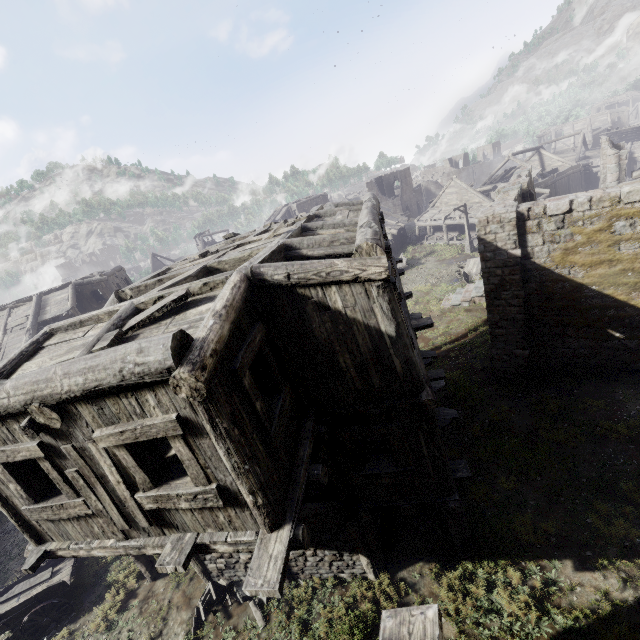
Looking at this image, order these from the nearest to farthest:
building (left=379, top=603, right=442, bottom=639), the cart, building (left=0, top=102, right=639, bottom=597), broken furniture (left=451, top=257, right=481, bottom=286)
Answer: building (left=379, top=603, right=442, bottom=639) < building (left=0, top=102, right=639, bottom=597) < the cart < broken furniture (left=451, top=257, right=481, bottom=286)

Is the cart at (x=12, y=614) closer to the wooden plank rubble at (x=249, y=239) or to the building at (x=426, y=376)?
the building at (x=426, y=376)

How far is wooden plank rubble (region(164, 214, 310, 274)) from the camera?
8.61m

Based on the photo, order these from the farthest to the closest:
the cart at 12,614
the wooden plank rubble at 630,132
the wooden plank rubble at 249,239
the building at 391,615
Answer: the wooden plank rubble at 630,132 → the cart at 12,614 → the wooden plank rubble at 249,239 → the building at 391,615

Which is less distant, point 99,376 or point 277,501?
point 99,376

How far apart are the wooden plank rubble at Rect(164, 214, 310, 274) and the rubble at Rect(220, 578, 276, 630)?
9.24m

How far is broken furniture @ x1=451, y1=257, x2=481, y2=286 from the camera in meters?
25.4 m

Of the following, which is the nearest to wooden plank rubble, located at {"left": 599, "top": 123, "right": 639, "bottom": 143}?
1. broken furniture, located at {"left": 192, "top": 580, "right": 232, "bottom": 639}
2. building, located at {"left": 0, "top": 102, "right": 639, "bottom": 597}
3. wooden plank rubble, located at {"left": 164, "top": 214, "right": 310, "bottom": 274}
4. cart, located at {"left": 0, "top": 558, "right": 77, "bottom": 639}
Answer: building, located at {"left": 0, "top": 102, "right": 639, "bottom": 597}
